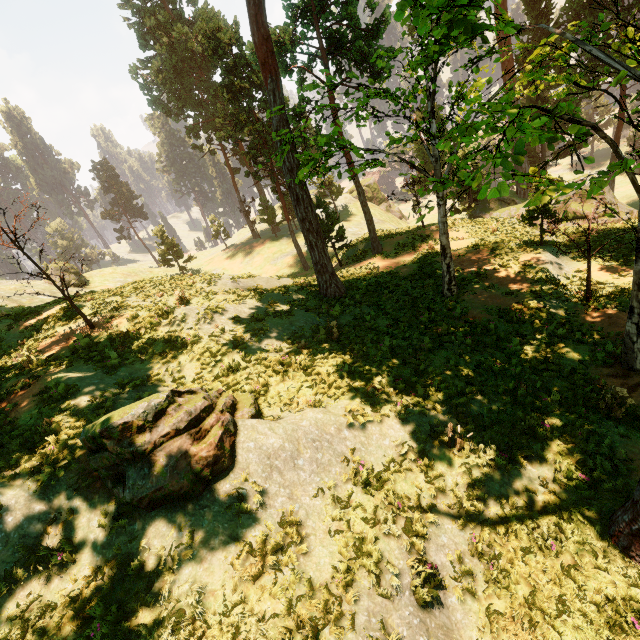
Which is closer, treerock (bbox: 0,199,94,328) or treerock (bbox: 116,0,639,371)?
treerock (bbox: 116,0,639,371)

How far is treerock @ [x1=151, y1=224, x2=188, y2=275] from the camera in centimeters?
4434cm

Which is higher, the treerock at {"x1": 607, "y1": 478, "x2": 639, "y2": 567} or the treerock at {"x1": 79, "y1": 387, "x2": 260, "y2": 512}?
the treerock at {"x1": 79, "y1": 387, "x2": 260, "y2": 512}

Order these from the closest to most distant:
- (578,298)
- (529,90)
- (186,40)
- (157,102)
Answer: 1. (529,90)
2. (578,298)
3. (186,40)
4. (157,102)

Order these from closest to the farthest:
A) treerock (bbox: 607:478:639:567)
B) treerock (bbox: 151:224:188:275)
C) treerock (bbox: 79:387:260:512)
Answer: treerock (bbox: 607:478:639:567), treerock (bbox: 79:387:260:512), treerock (bbox: 151:224:188:275)

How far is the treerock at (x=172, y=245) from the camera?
44.3m

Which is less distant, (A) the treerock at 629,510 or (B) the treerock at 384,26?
(A) the treerock at 629,510
